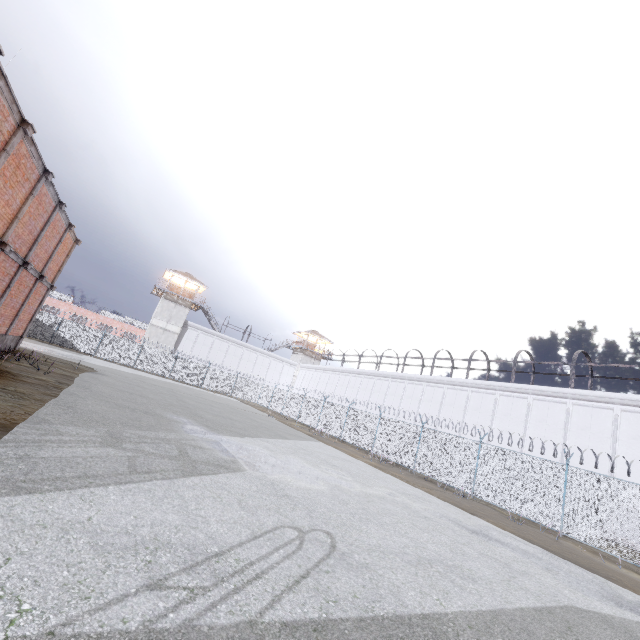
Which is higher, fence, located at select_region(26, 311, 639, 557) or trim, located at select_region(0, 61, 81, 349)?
trim, located at select_region(0, 61, 81, 349)

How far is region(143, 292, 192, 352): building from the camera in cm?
4459

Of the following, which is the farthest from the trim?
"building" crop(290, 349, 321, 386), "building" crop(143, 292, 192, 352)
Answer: "building" crop(290, 349, 321, 386)

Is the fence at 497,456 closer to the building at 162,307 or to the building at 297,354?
the building at 162,307

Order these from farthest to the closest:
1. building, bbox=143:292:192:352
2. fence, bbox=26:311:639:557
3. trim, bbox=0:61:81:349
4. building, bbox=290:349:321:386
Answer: building, bbox=290:349:321:386 < building, bbox=143:292:192:352 < fence, bbox=26:311:639:557 < trim, bbox=0:61:81:349

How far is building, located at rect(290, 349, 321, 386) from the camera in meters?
55.6 m

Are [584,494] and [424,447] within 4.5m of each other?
no

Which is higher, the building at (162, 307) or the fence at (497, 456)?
the building at (162, 307)
